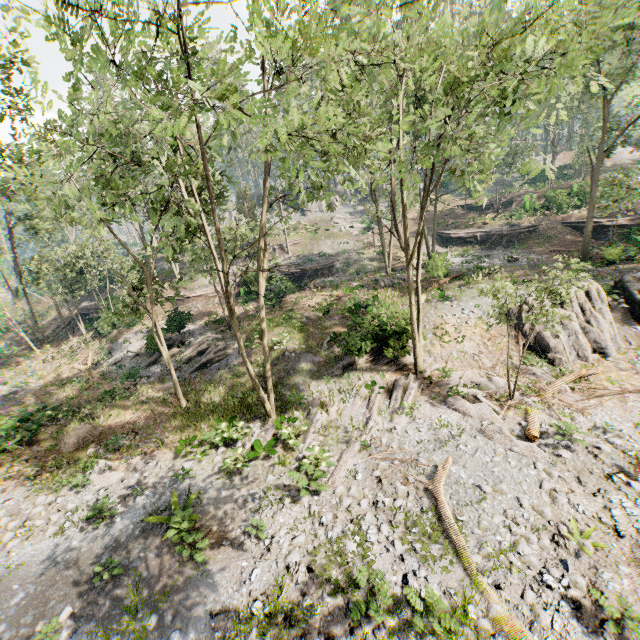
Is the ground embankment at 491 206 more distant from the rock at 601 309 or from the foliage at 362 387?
the rock at 601 309

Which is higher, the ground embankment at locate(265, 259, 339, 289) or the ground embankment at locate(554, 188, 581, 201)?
the ground embankment at locate(554, 188, 581, 201)

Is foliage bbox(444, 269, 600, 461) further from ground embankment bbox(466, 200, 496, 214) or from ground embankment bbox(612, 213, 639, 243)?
ground embankment bbox(466, 200, 496, 214)

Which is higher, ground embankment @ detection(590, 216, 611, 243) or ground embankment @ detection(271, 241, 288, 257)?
ground embankment @ detection(271, 241, 288, 257)

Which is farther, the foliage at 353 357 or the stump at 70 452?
the foliage at 353 357

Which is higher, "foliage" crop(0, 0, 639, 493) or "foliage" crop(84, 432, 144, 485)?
"foliage" crop(0, 0, 639, 493)

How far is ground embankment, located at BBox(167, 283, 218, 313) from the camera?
33.5m

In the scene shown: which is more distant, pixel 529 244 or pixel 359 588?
pixel 529 244
